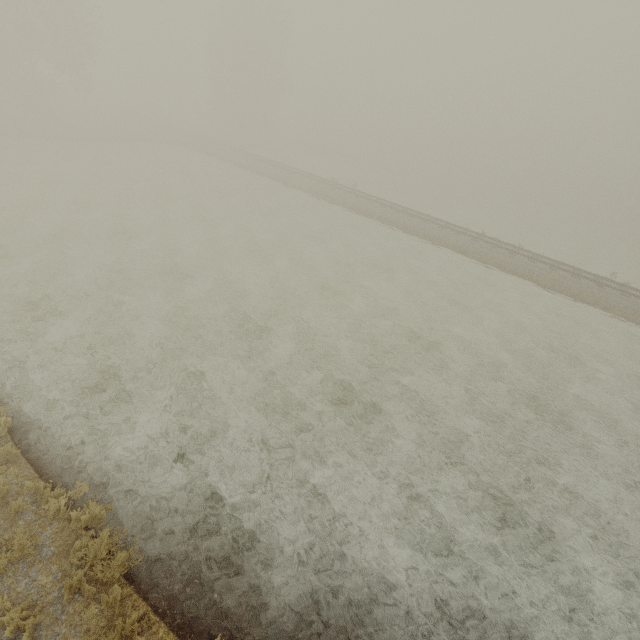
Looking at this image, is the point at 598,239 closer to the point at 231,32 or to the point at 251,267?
the point at 251,267
